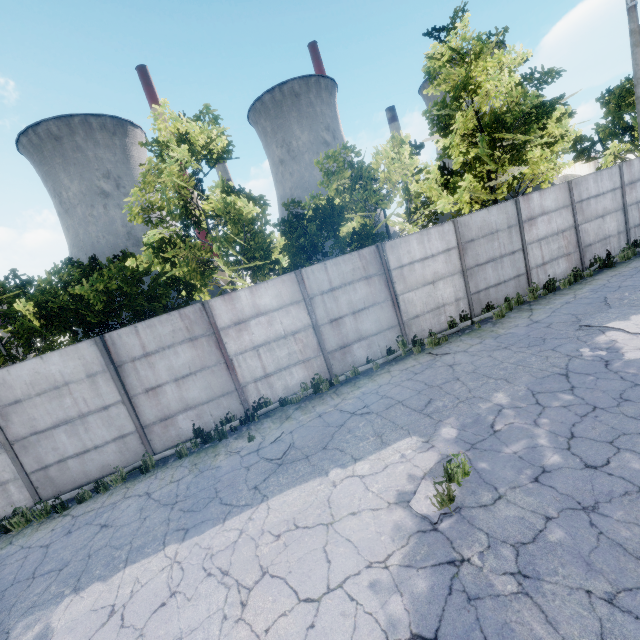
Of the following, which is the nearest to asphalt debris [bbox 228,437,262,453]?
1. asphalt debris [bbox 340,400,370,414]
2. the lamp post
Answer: asphalt debris [bbox 340,400,370,414]

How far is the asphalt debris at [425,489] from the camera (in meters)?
4.47

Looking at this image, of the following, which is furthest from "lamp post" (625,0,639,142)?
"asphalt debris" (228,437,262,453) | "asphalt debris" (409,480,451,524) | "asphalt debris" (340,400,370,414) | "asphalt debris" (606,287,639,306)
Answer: "asphalt debris" (228,437,262,453)

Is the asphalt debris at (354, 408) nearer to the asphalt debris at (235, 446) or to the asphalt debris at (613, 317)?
the asphalt debris at (235, 446)

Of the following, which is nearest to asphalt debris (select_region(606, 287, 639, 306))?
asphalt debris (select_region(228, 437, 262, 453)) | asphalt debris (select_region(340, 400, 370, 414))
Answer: asphalt debris (select_region(340, 400, 370, 414))

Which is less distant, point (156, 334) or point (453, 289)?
point (156, 334)
